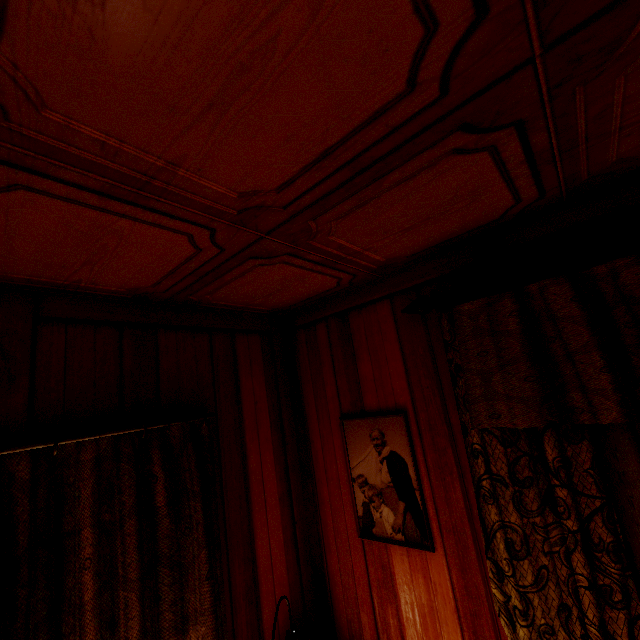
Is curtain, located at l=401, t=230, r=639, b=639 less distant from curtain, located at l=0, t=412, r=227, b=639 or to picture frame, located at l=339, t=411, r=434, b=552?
picture frame, located at l=339, t=411, r=434, b=552

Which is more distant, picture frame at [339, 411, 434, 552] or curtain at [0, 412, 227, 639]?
picture frame at [339, 411, 434, 552]

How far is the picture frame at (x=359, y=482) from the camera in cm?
155

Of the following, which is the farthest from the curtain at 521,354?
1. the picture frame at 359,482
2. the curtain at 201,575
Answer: the curtain at 201,575

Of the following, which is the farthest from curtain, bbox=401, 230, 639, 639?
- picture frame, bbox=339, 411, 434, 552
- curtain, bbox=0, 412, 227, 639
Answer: curtain, bbox=0, 412, 227, 639

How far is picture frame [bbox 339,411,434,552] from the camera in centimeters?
155cm

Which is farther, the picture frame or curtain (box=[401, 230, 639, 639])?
the picture frame

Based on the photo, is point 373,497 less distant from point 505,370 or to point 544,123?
point 505,370
